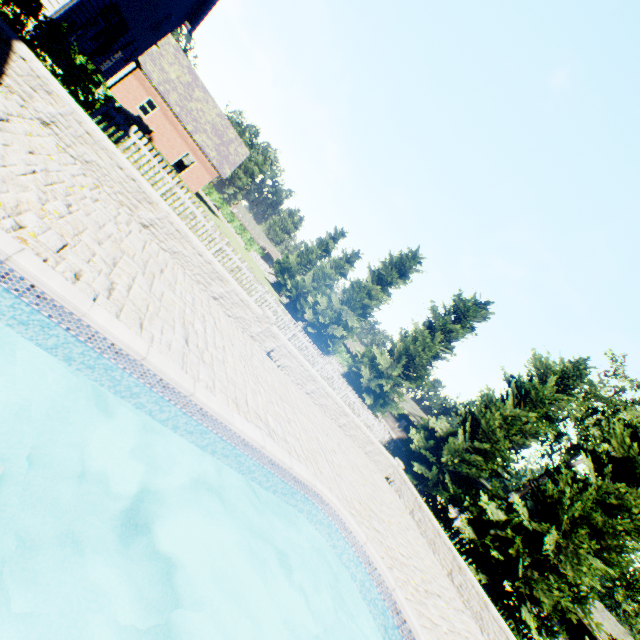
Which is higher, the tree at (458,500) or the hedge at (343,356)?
the tree at (458,500)

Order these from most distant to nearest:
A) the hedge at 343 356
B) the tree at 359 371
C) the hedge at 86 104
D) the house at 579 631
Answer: the hedge at 343 356
the house at 579 631
the tree at 359 371
the hedge at 86 104

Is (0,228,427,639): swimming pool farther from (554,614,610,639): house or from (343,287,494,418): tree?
(554,614,610,639): house

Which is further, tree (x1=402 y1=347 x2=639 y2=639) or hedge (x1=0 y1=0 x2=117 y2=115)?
tree (x1=402 y1=347 x2=639 y2=639)

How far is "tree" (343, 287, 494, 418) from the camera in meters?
20.8 m

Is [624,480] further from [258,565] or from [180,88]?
[180,88]

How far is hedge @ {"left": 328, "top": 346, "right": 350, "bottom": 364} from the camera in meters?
48.4

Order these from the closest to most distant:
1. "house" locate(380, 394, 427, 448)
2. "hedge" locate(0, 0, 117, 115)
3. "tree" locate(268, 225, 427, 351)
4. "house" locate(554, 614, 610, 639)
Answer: "hedge" locate(0, 0, 117, 115) < "house" locate(554, 614, 610, 639) < "tree" locate(268, 225, 427, 351) < "house" locate(380, 394, 427, 448)
